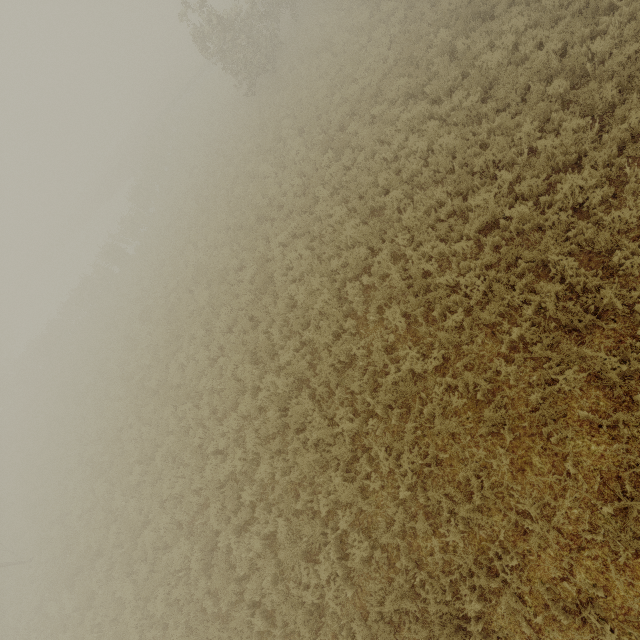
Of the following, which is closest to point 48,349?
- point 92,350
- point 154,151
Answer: point 92,350
